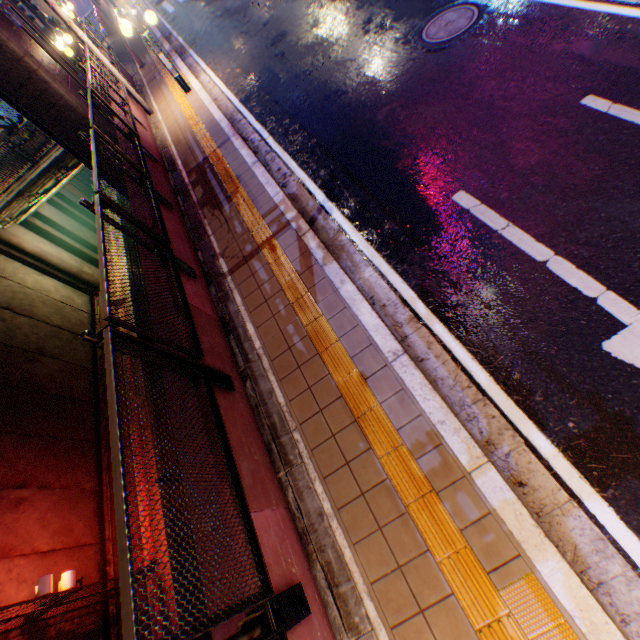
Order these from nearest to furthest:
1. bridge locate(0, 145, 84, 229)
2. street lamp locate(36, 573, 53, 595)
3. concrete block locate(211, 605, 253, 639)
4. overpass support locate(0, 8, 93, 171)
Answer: concrete block locate(211, 605, 253, 639) → street lamp locate(36, 573, 53, 595) → overpass support locate(0, 8, 93, 171) → bridge locate(0, 145, 84, 229)

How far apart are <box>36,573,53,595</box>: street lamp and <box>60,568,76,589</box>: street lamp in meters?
0.3 m

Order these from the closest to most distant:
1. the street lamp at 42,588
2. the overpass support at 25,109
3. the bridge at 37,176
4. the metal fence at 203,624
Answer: the metal fence at 203,624 < the street lamp at 42,588 < the overpass support at 25,109 < the bridge at 37,176

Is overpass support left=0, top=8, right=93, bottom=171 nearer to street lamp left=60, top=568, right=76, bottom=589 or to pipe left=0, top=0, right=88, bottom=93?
pipe left=0, top=0, right=88, bottom=93

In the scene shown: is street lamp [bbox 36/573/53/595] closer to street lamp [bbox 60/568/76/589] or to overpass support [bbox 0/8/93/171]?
street lamp [bbox 60/568/76/589]

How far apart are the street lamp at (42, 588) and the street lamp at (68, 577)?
0.3m

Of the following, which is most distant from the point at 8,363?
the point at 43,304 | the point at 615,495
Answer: the point at 615,495

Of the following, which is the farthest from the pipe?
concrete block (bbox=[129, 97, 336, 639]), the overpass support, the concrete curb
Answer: the concrete curb
